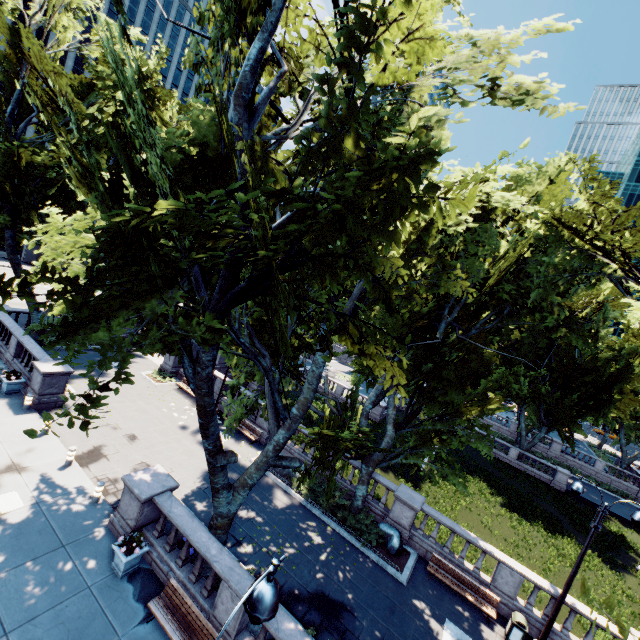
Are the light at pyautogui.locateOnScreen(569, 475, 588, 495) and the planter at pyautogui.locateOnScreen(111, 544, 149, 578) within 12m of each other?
no

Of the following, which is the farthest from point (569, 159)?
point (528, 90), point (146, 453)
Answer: point (146, 453)

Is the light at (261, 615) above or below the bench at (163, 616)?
above

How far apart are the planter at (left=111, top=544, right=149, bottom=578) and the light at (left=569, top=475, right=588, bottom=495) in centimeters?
1512cm

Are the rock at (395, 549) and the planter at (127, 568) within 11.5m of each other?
yes

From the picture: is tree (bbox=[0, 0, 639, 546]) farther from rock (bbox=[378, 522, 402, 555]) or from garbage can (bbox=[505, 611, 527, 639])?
garbage can (bbox=[505, 611, 527, 639])

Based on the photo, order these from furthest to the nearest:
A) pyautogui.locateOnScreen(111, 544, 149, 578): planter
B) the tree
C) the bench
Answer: pyautogui.locateOnScreen(111, 544, 149, 578): planter → the bench → the tree

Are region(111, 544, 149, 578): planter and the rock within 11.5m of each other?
yes
